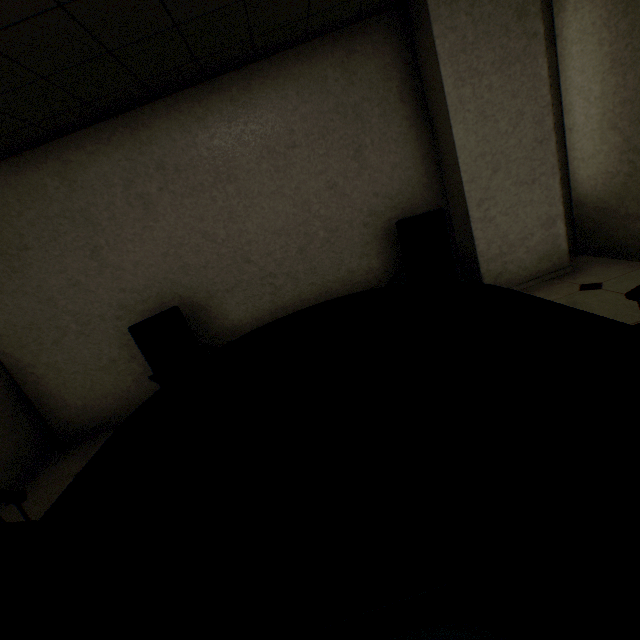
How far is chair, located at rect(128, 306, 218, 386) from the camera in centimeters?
287cm

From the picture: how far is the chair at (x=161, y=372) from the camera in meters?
2.9

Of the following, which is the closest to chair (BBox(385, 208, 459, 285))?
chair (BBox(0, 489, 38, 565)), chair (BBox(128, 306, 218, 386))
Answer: chair (BBox(128, 306, 218, 386))

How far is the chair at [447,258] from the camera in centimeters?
293cm

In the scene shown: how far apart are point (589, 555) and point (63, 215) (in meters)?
4.44

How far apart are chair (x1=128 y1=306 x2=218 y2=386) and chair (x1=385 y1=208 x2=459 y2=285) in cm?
166

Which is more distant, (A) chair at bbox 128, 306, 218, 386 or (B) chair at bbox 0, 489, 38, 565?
(A) chair at bbox 128, 306, 218, 386

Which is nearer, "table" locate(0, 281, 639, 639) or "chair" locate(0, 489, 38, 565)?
"table" locate(0, 281, 639, 639)
